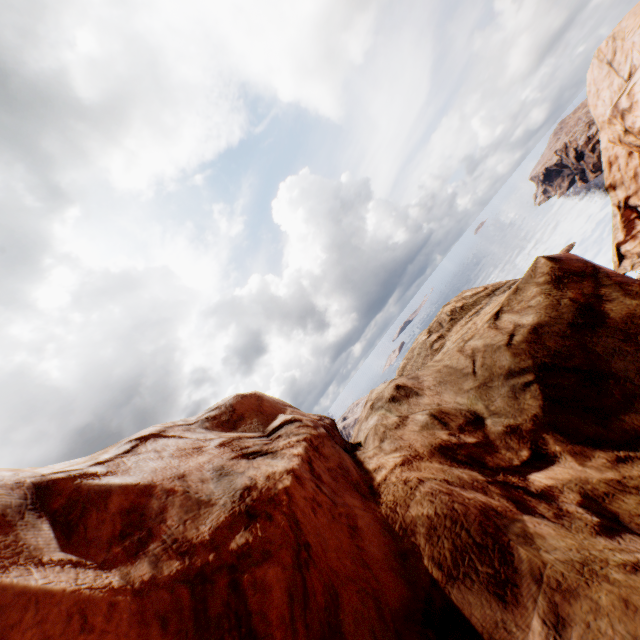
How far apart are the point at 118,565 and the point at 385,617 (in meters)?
2.71
